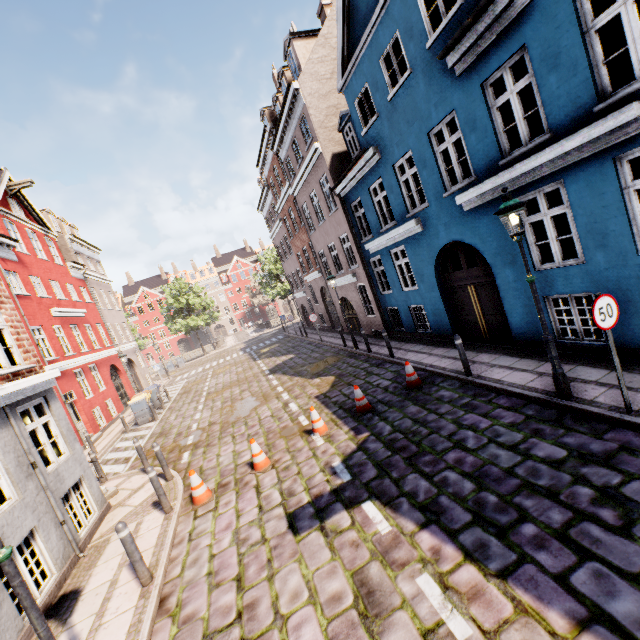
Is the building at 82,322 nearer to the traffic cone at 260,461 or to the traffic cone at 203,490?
the traffic cone at 203,490

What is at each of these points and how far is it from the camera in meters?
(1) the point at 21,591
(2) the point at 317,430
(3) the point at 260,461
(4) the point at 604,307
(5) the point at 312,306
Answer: (1) street light, 3.0
(2) traffic cone, 8.3
(3) traffic cone, 7.6
(4) sign, 4.8
(5) building, 28.0

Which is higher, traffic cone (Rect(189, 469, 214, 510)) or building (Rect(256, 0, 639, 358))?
building (Rect(256, 0, 639, 358))

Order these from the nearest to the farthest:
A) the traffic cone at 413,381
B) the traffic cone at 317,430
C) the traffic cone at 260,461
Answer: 1. the traffic cone at 260,461
2. the traffic cone at 317,430
3. the traffic cone at 413,381

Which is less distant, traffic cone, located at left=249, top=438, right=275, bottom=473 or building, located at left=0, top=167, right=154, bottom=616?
building, located at left=0, top=167, right=154, bottom=616

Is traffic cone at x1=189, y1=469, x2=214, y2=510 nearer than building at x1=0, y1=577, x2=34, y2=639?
No

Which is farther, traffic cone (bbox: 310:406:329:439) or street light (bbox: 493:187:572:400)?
traffic cone (bbox: 310:406:329:439)

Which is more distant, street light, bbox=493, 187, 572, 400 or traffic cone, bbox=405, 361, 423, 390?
traffic cone, bbox=405, 361, 423, 390
